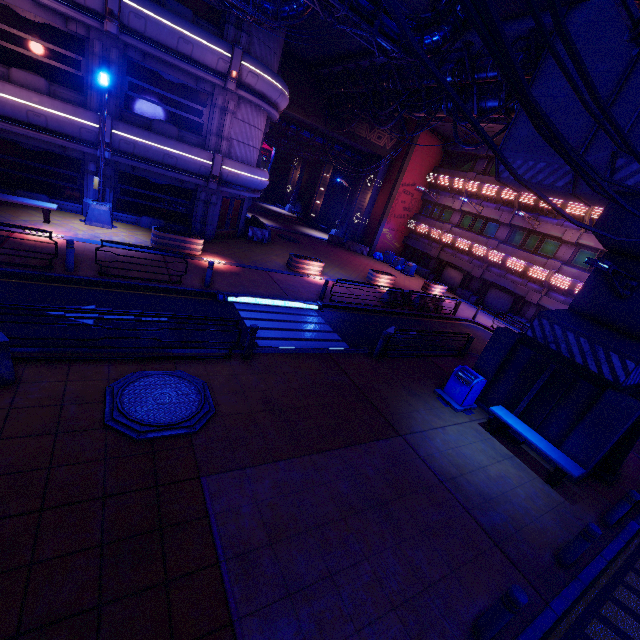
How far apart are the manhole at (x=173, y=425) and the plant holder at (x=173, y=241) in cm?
935

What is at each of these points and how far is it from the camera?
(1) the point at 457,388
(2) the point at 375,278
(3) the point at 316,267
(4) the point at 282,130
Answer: (1) trash can, 10.56m
(2) plant holder, 22.30m
(3) plant holder, 19.48m
(4) walkway, 29.31m

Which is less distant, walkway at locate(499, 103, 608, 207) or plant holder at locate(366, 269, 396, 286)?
walkway at locate(499, 103, 608, 207)

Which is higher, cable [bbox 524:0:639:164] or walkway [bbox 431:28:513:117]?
walkway [bbox 431:28:513:117]

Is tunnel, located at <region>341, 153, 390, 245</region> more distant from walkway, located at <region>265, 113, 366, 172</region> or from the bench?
the bench

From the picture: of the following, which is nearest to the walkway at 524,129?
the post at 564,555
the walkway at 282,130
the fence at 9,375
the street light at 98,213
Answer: the walkway at 282,130

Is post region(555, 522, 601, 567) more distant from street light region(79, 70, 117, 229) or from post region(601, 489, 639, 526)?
street light region(79, 70, 117, 229)

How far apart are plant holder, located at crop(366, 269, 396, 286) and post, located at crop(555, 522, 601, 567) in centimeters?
1759cm
